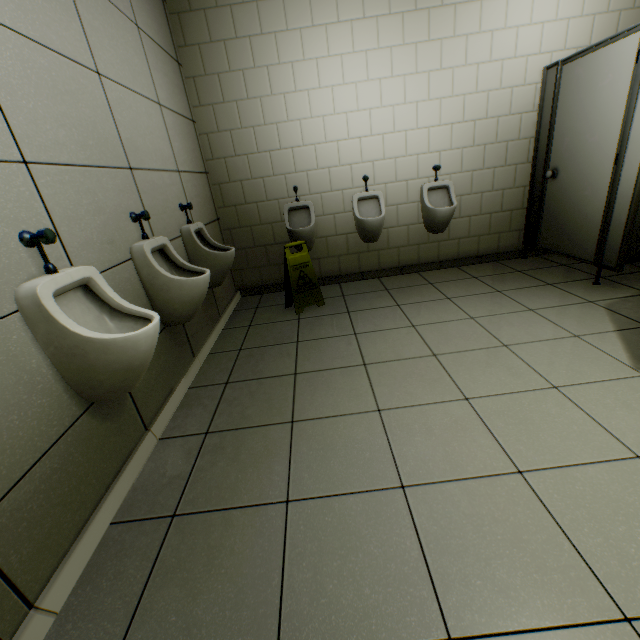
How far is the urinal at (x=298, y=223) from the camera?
3.6 meters

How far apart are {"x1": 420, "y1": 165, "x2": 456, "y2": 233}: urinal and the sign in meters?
1.5 m

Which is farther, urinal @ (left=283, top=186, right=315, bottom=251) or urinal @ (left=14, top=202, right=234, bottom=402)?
urinal @ (left=283, top=186, right=315, bottom=251)

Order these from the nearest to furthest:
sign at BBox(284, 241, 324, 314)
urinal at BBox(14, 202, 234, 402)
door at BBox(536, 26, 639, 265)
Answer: urinal at BBox(14, 202, 234, 402), door at BBox(536, 26, 639, 265), sign at BBox(284, 241, 324, 314)

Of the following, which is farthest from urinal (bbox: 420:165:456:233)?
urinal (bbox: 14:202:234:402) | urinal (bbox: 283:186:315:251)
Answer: urinal (bbox: 14:202:234:402)

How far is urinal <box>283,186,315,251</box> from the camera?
3.6 meters

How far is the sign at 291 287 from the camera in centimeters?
324cm

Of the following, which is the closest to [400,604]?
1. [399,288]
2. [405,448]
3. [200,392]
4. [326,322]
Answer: [405,448]
